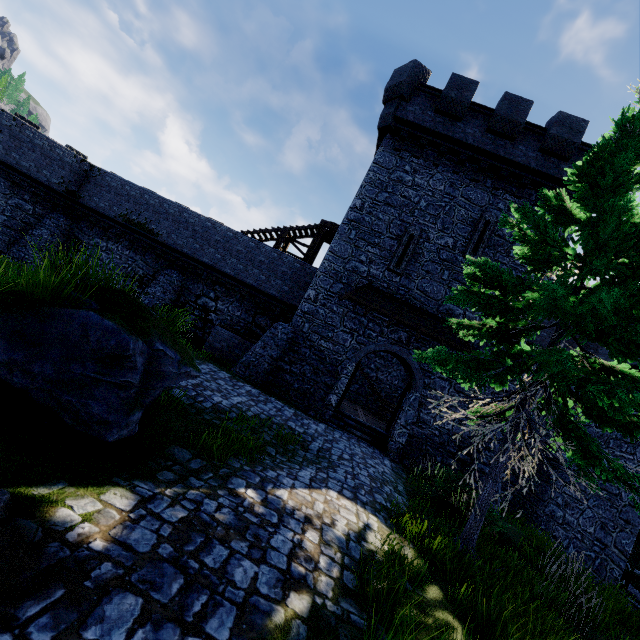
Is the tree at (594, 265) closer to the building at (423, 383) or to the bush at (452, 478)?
the bush at (452, 478)

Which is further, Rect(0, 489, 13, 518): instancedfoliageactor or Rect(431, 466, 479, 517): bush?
Rect(431, 466, 479, 517): bush

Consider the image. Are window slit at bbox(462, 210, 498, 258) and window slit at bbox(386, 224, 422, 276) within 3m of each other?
yes

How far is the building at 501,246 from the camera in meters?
14.5 m

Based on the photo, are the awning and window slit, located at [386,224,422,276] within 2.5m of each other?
yes

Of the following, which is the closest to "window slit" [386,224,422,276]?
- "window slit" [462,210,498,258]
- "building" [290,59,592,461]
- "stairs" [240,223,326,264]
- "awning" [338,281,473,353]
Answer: "building" [290,59,592,461]

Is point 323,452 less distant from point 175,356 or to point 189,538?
point 175,356

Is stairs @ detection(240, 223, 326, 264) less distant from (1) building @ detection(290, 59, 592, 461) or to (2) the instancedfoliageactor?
(1) building @ detection(290, 59, 592, 461)
